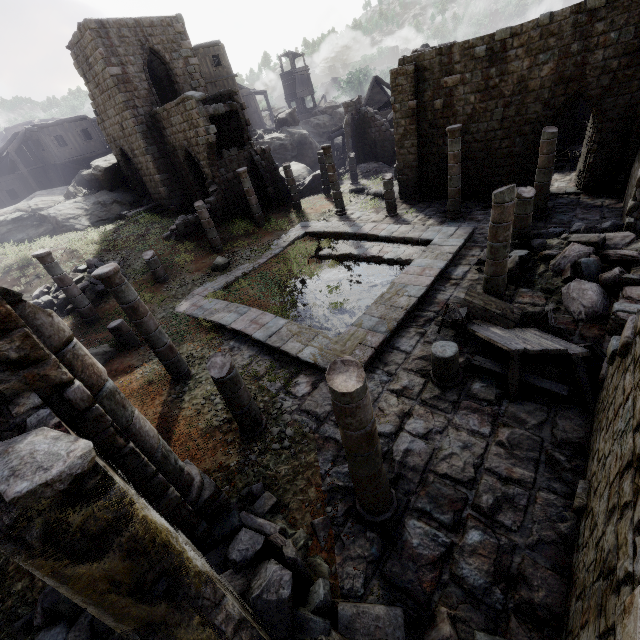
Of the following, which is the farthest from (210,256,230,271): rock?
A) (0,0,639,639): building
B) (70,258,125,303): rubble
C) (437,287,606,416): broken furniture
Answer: (437,287,606,416): broken furniture

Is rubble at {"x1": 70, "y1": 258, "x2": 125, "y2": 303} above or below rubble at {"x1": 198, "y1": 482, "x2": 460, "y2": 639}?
above

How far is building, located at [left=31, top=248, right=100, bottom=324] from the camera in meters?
12.1

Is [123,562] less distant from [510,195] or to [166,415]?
[166,415]

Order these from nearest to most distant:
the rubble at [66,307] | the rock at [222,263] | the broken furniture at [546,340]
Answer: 1. the broken furniture at [546,340]
2. the rubble at [66,307]
3. the rock at [222,263]

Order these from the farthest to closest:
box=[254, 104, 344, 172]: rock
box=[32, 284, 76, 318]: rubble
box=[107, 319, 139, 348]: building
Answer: box=[254, 104, 344, 172]: rock
box=[32, 284, 76, 318]: rubble
box=[107, 319, 139, 348]: building

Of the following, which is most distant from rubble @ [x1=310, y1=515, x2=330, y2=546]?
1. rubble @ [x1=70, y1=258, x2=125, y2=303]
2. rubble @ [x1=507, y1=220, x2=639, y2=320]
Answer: rubble @ [x1=70, y1=258, x2=125, y2=303]

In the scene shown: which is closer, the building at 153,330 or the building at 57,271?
the building at 153,330
